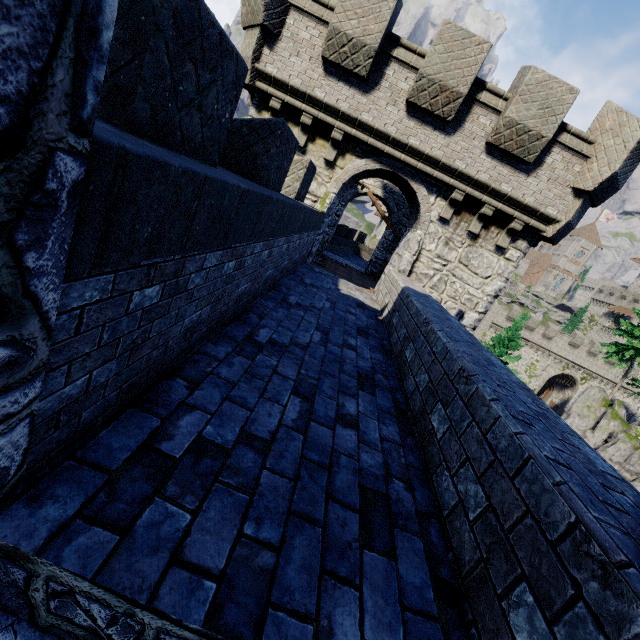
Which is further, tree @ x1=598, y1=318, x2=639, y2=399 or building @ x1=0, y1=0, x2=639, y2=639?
tree @ x1=598, y1=318, x2=639, y2=399

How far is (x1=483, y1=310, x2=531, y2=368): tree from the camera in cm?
2817

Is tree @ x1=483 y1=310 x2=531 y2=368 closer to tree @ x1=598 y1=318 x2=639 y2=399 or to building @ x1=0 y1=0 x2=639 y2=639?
tree @ x1=598 y1=318 x2=639 y2=399

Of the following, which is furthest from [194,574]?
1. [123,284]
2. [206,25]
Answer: [206,25]

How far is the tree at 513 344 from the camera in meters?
28.2

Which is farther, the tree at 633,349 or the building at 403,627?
the tree at 633,349

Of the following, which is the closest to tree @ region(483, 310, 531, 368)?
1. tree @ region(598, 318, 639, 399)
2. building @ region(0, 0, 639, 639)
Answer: tree @ region(598, 318, 639, 399)
